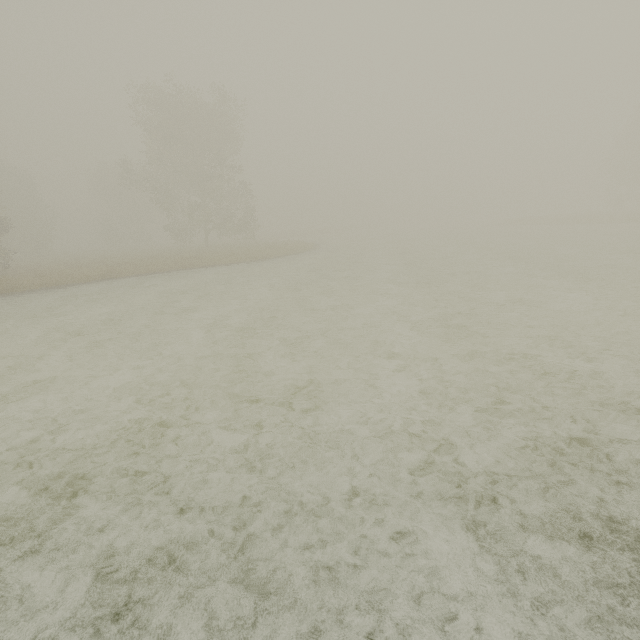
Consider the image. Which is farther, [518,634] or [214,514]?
[214,514]
